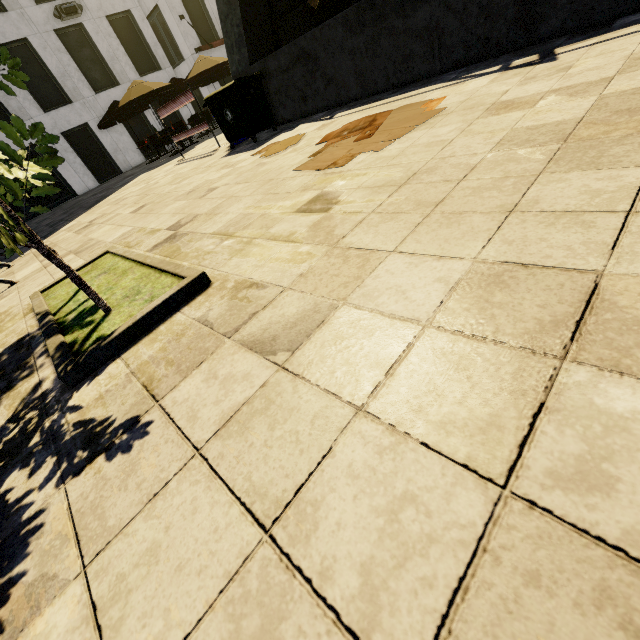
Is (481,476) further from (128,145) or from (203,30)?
(203,30)

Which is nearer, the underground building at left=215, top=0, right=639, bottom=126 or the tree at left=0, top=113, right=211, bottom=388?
the tree at left=0, top=113, right=211, bottom=388

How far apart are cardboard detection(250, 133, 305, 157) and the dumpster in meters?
1.4 m

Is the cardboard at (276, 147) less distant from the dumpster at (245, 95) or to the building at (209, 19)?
the dumpster at (245, 95)

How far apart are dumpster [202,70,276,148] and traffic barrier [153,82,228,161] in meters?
1.6 m

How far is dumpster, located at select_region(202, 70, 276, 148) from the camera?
→ 6.7m

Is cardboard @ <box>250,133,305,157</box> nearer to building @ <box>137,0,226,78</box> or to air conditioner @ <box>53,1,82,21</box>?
air conditioner @ <box>53,1,82,21</box>

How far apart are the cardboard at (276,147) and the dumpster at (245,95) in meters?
1.4 m
